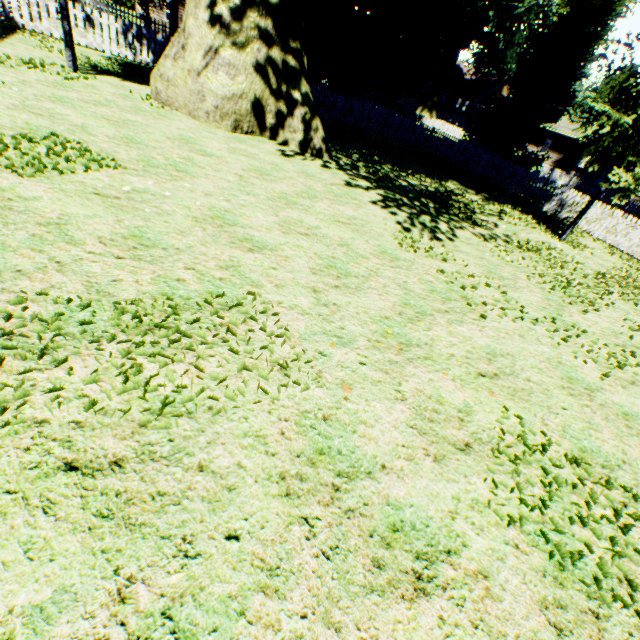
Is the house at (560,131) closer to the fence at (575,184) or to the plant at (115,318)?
the fence at (575,184)

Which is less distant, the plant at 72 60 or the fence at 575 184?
the plant at 72 60

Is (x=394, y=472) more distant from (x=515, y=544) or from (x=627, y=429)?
(x=627, y=429)

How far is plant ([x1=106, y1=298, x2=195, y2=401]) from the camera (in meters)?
2.45

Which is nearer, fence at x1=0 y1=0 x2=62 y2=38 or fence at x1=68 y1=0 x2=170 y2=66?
fence at x1=0 y1=0 x2=62 y2=38

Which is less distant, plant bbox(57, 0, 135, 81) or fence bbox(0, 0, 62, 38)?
plant bbox(57, 0, 135, 81)

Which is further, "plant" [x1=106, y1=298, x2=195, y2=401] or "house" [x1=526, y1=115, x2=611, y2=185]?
"house" [x1=526, y1=115, x2=611, y2=185]

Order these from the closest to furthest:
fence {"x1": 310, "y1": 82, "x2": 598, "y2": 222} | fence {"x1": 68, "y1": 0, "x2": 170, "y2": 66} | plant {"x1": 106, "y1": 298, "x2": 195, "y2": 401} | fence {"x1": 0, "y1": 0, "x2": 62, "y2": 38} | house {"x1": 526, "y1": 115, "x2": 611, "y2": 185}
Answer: plant {"x1": 106, "y1": 298, "x2": 195, "y2": 401} < fence {"x1": 0, "y1": 0, "x2": 62, "y2": 38} < fence {"x1": 68, "y1": 0, "x2": 170, "y2": 66} < fence {"x1": 310, "y1": 82, "x2": 598, "y2": 222} < house {"x1": 526, "y1": 115, "x2": 611, "y2": 185}
